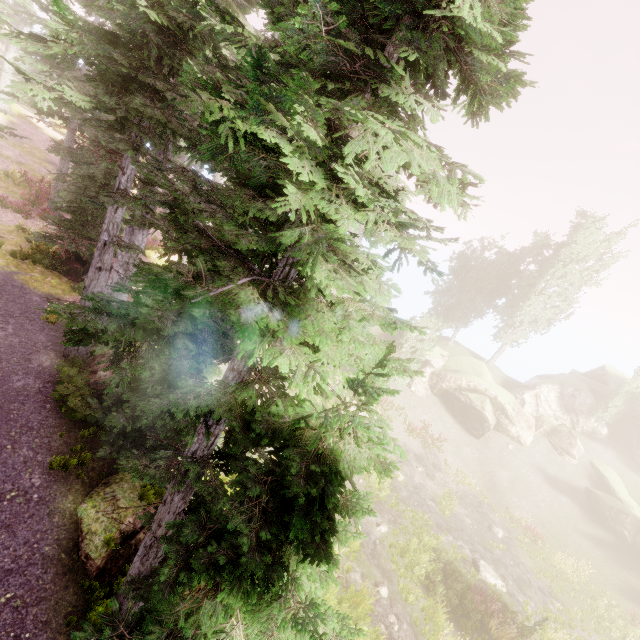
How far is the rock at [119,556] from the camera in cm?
730

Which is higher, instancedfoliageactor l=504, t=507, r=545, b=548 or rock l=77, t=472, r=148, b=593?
rock l=77, t=472, r=148, b=593

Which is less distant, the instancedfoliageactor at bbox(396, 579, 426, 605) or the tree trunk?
the tree trunk

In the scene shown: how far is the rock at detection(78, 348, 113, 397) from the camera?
10.4 meters

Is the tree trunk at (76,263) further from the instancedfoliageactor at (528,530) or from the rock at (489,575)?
the rock at (489,575)

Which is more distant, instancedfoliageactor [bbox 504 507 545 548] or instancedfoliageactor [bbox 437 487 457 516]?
instancedfoliageactor [bbox 504 507 545 548]

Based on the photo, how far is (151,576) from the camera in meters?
6.6

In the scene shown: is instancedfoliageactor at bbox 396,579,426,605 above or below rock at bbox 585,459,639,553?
below
